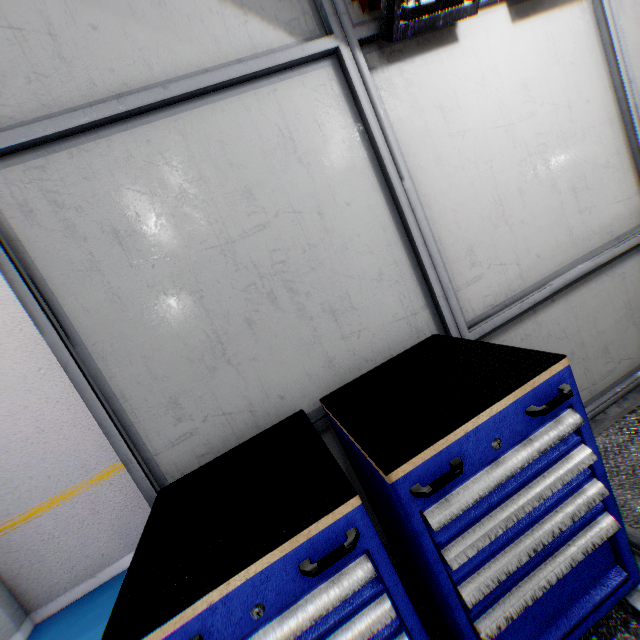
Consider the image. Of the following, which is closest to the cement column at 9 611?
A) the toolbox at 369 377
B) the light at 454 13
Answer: the toolbox at 369 377

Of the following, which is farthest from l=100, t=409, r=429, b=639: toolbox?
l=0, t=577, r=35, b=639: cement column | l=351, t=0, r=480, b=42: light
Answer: l=0, t=577, r=35, b=639: cement column

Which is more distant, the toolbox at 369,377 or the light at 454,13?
the light at 454,13

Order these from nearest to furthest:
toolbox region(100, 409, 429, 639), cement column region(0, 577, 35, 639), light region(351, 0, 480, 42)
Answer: toolbox region(100, 409, 429, 639), light region(351, 0, 480, 42), cement column region(0, 577, 35, 639)

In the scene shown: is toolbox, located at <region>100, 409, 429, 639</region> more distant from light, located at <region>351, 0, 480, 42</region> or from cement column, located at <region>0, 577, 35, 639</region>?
cement column, located at <region>0, 577, 35, 639</region>

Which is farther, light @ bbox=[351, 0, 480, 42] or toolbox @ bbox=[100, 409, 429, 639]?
light @ bbox=[351, 0, 480, 42]

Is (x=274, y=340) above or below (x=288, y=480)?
above
